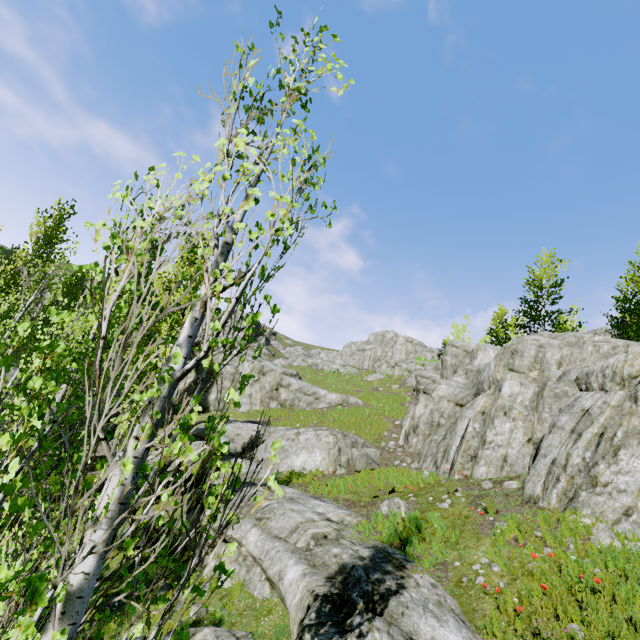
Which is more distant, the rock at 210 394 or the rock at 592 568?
the rock at 210 394

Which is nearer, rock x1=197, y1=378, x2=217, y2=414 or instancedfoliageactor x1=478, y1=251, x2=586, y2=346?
instancedfoliageactor x1=478, y1=251, x2=586, y2=346

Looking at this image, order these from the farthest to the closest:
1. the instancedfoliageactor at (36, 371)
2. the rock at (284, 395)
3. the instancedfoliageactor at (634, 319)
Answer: the rock at (284, 395) → the instancedfoliageactor at (634, 319) → the instancedfoliageactor at (36, 371)

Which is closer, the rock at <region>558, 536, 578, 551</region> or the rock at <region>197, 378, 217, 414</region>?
the rock at <region>558, 536, 578, 551</region>

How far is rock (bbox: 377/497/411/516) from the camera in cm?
936

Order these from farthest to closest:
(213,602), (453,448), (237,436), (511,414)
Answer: (237,436), (453,448), (511,414), (213,602)
